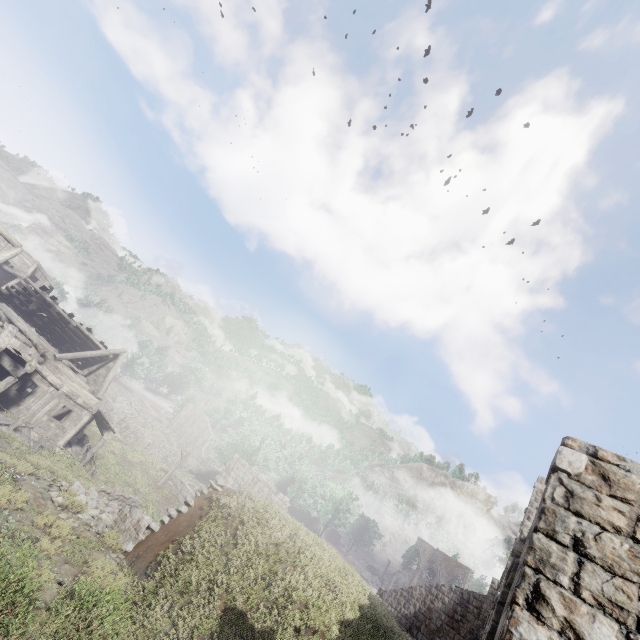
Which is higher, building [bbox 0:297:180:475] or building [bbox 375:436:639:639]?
building [bbox 375:436:639:639]

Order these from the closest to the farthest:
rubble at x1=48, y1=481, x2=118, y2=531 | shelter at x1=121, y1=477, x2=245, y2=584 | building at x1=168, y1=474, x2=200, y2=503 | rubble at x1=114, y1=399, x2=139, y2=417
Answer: shelter at x1=121, y1=477, x2=245, y2=584 < rubble at x1=48, y1=481, x2=118, y2=531 < building at x1=168, y1=474, x2=200, y2=503 < rubble at x1=114, y1=399, x2=139, y2=417

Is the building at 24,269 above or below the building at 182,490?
above

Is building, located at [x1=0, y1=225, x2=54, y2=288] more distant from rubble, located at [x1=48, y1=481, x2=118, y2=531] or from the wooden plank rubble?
rubble, located at [x1=48, y1=481, x2=118, y2=531]

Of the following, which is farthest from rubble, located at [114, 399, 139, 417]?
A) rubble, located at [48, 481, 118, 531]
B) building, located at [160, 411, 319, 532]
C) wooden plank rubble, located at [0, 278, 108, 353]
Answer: rubble, located at [48, 481, 118, 531]

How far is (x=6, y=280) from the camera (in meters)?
29.94

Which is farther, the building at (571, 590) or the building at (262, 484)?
the building at (262, 484)

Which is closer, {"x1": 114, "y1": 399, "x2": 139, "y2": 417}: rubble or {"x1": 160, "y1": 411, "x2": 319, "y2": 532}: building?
{"x1": 160, "y1": 411, "x2": 319, "y2": 532}: building
